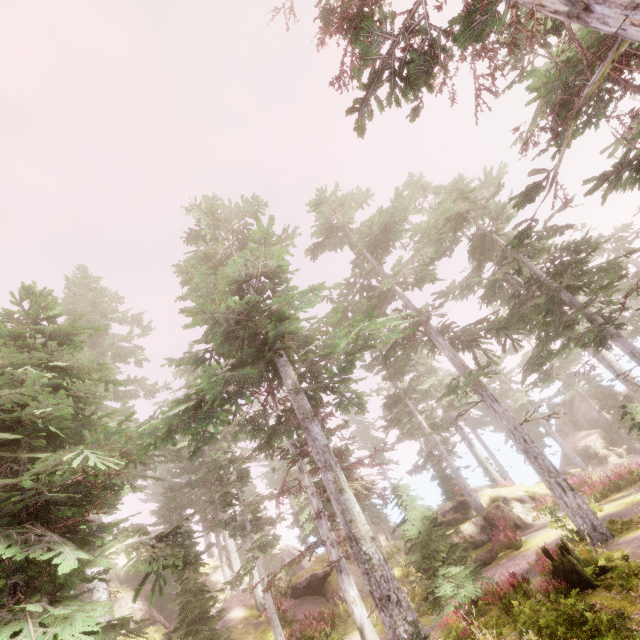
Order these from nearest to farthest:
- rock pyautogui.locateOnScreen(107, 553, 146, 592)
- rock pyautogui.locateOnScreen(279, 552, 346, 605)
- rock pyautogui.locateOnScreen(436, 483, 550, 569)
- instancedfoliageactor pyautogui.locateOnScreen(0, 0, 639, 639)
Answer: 1. instancedfoliageactor pyautogui.locateOnScreen(0, 0, 639, 639)
2. rock pyautogui.locateOnScreen(436, 483, 550, 569)
3. rock pyautogui.locateOnScreen(279, 552, 346, 605)
4. rock pyautogui.locateOnScreen(107, 553, 146, 592)

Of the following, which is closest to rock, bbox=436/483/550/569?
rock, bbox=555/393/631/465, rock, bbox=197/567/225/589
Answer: rock, bbox=555/393/631/465

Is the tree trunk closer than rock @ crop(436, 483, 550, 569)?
Yes

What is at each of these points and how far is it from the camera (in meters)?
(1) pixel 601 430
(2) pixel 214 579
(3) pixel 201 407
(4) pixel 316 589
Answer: (1) rock, 36.28
(2) rock, 35.34
(3) instancedfoliageactor, 12.22
(4) rock, 20.25

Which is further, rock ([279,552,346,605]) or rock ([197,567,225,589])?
rock ([197,567,225,589])

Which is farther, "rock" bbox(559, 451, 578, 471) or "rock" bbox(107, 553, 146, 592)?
"rock" bbox(559, 451, 578, 471)

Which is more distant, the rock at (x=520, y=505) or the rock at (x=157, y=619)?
the rock at (x=157, y=619)

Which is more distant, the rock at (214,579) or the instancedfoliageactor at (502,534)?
the rock at (214,579)
